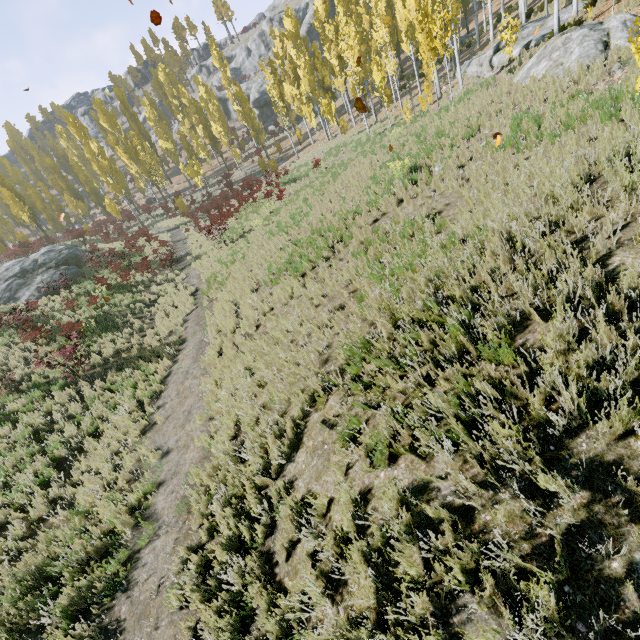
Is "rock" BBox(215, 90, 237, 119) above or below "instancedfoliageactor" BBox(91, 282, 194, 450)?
above

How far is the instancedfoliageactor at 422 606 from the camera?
2.44m

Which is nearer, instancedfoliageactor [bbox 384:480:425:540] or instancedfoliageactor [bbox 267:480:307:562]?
instancedfoliageactor [bbox 384:480:425:540]

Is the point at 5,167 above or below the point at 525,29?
above

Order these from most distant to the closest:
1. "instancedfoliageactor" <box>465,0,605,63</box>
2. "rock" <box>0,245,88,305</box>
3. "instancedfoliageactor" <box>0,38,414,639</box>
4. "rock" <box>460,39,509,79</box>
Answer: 1. "rock" <box>0,245,88,305</box>
2. "rock" <box>460,39,509,79</box>
3. "instancedfoliageactor" <box>465,0,605,63</box>
4. "instancedfoliageactor" <box>0,38,414,639</box>

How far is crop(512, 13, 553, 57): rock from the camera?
15.9m

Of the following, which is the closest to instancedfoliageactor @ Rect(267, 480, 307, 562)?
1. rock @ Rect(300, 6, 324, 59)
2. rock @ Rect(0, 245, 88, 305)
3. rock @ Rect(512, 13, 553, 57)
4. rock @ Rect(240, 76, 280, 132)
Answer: rock @ Rect(512, 13, 553, 57)

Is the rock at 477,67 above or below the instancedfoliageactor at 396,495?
above
